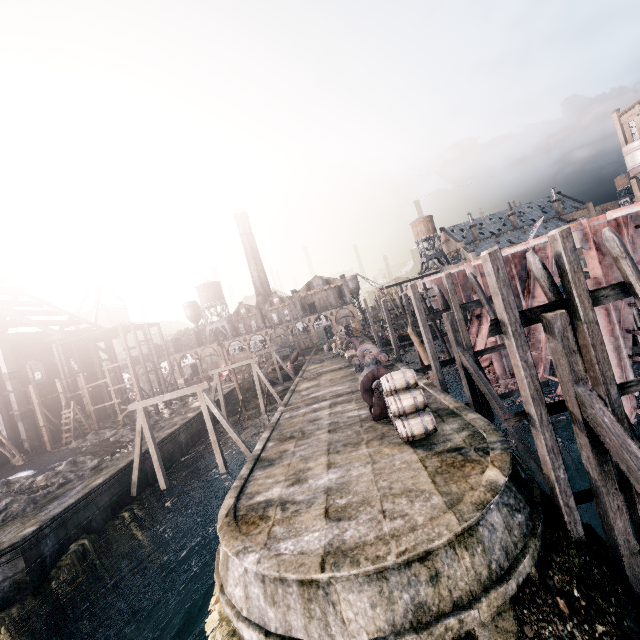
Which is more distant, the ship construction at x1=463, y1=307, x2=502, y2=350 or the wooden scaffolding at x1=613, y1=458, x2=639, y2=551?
the ship construction at x1=463, y1=307, x2=502, y2=350

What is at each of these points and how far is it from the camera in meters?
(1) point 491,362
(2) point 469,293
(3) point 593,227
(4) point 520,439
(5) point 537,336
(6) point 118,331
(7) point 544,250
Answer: (1) ship construction, 26.2 m
(2) ship construction, 32.8 m
(3) ship construction, 13.2 m
(4) wooden brace, 15.0 m
(5) ship construction, 20.7 m
(6) wooden scaffolding, 42.9 m
(7) ship construction, 20.6 m

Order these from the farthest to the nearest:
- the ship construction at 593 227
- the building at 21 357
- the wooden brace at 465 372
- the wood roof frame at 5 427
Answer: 1. the building at 21 357
2. the wood roof frame at 5 427
3. the wooden brace at 465 372
4. the ship construction at 593 227

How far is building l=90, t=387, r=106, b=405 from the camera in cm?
4428

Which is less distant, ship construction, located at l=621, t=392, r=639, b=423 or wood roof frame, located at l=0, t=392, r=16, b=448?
ship construction, located at l=621, t=392, r=639, b=423

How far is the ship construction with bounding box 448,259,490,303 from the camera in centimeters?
2288cm

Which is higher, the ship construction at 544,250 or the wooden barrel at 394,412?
the ship construction at 544,250
